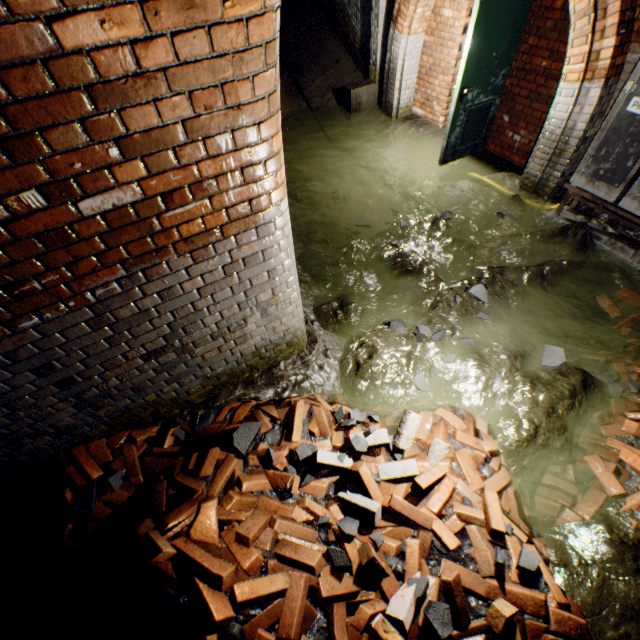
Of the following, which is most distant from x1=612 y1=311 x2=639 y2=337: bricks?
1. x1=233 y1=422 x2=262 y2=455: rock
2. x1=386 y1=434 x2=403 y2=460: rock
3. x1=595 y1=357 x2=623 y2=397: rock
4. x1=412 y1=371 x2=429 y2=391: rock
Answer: x1=233 y1=422 x2=262 y2=455: rock

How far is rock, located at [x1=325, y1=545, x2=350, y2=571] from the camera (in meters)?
2.02

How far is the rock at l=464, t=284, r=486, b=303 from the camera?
3.6m

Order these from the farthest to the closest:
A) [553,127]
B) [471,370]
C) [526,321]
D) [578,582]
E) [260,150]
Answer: [553,127], [526,321], [471,370], [578,582], [260,150]

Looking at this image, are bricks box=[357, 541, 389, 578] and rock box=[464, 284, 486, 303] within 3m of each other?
yes

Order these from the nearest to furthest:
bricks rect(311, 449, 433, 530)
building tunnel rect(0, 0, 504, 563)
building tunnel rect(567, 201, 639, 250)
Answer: building tunnel rect(0, 0, 504, 563) → bricks rect(311, 449, 433, 530) → building tunnel rect(567, 201, 639, 250)

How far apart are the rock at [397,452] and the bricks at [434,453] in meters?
0.0 m

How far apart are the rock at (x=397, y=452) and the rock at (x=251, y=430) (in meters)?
1.06
